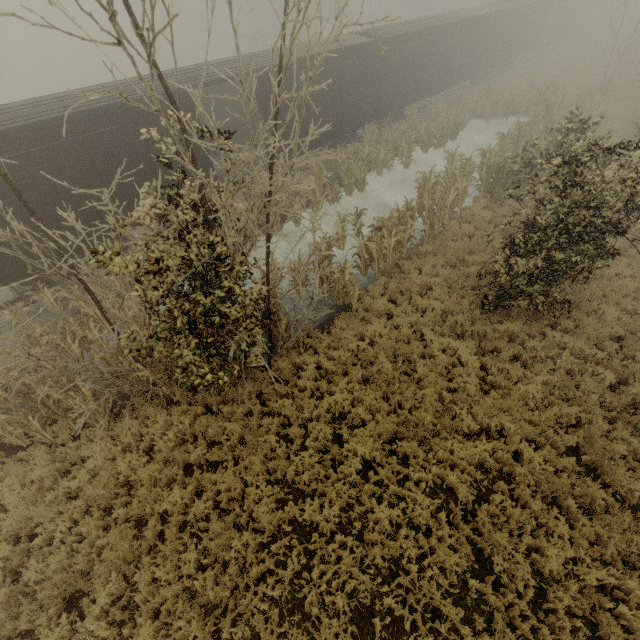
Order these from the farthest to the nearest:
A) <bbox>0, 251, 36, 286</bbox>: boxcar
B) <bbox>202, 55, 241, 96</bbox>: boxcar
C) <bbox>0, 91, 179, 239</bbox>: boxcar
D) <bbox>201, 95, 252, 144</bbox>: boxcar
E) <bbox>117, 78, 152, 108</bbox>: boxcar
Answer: <bbox>201, 95, 252, 144</bbox>: boxcar
<bbox>202, 55, 241, 96</bbox>: boxcar
<bbox>117, 78, 152, 108</bbox>: boxcar
<bbox>0, 251, 36, 286</bbox>: boxcar
<bbox>0, 91, 179, 239</bbox>: boxcar

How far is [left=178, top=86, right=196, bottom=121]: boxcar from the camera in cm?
1076

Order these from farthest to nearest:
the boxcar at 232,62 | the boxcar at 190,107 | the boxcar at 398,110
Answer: the boxcar at 398,110
the boxcar at 232,62
the boxcar at 190,107

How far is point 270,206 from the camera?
6.6m

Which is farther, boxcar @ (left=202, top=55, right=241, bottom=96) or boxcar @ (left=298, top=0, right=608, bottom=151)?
boxcar @ (left=298, top=0, right=608, bottom=151)

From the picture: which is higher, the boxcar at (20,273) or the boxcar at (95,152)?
the boxcar at (95,152)

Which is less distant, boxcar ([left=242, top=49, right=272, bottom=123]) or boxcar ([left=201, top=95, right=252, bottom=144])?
boxcar ([left=242, top=49, right=272, bottom=123])
